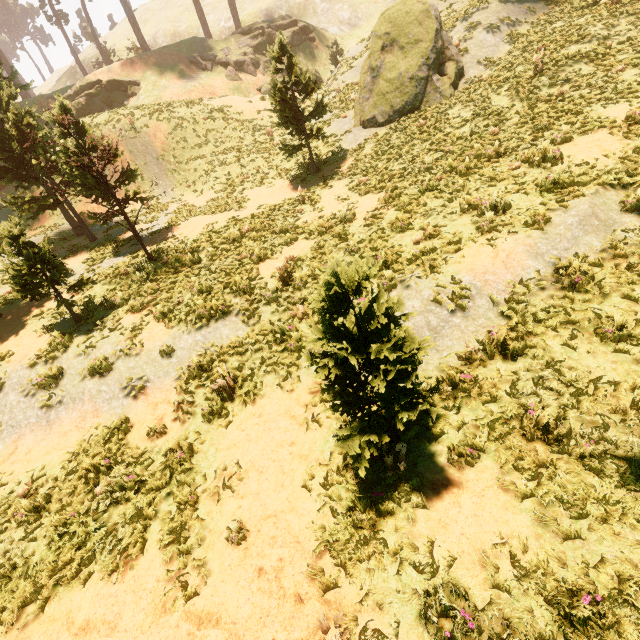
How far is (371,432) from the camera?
4.5m

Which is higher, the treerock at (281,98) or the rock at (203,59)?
the rock at (203,59)

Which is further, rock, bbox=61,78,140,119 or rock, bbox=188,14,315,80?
rock, bbox=188,14,315,80

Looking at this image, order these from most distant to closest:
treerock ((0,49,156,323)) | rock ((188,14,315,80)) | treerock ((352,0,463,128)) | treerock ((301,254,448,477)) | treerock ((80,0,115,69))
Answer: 1. treerock ((80,0,115,69))
2. rock ((188,14,315,80))
3. treerock ((352,0,463,128))
4. treerock ((0,49,156,323))
5. treerock ((301,254,448,477))

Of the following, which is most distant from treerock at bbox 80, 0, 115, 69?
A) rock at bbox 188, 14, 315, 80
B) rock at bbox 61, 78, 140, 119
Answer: rock at bbox 188, 14, 315, 80

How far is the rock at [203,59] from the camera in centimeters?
3419cm

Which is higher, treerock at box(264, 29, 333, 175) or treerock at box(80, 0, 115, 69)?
treerock at box(80, 0, 115, 69)
